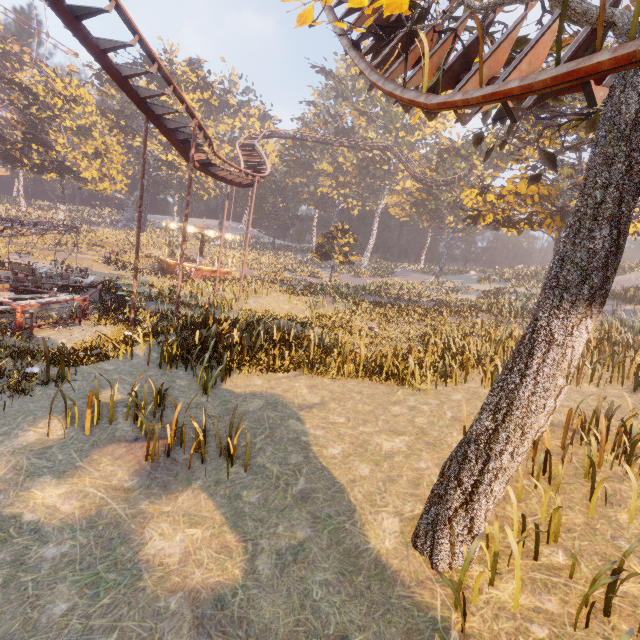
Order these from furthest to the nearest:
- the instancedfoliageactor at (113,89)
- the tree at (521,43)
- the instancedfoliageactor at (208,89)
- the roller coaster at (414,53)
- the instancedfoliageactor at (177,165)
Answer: the instancedfoliageactor at (208,89) < the instancedfoliageactor at (113,89) < the instancedfoliageactor at (177,165) < the roller coaster at (414,53) < the tree at (521,43)

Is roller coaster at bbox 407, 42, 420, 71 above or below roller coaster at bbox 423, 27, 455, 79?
above

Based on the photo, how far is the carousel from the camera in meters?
31.8

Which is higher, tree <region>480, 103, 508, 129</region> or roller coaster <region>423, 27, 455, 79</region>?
roller coaster <region>423, 27, 455, 79</region>

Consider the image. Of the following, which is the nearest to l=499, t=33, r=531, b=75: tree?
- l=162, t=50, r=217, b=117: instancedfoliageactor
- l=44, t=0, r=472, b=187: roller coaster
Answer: l=44, t=0, r=472, b=187: roller coaster

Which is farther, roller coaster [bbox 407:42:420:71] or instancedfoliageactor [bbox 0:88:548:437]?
instancedfoliageactor [bbox 0:88:548:437]

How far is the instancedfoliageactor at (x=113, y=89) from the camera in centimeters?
4712cm

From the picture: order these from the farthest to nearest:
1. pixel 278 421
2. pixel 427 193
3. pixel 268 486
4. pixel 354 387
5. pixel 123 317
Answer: pixel 427 193, pixel 123 317, pixel 354 387, pixel 278 421, pixel 268 486
